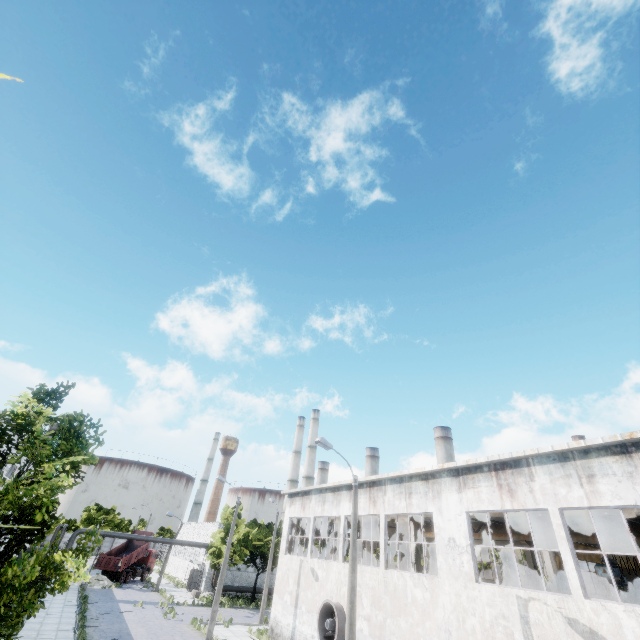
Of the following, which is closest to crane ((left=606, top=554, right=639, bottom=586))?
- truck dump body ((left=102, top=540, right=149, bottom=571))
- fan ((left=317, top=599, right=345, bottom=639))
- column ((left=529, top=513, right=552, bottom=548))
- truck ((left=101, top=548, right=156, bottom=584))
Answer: column ((left=529, top=513, right=552, bottom=548))

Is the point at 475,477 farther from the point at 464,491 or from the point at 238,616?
the point at 238,616

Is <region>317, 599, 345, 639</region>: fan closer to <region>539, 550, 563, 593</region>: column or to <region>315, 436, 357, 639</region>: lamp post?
<region>315, 436, 357, 639</region>: lamp post

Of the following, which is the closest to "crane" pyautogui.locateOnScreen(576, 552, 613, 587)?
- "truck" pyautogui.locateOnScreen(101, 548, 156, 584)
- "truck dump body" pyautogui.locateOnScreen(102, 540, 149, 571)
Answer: "truck dump body" pyautogui.locateOnScreen(102, 540, 149, 571)

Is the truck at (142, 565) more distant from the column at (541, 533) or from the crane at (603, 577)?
the column at (541, 533)

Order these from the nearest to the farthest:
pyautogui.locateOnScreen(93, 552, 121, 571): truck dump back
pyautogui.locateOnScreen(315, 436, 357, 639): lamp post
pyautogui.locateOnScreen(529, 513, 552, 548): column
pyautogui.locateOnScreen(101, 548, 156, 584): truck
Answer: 1. pyautogui.locateOnScreen(315, 436, 357, 639): lamp post
2. pyautogui.locateOnScreen(529, 513, 552, 548): column
3. pyautogui.locateOnScreen(93, 552, 121, 571): truck dump back
4. pyautogui.locateOnScreen(101, 548, 156, 584): truck

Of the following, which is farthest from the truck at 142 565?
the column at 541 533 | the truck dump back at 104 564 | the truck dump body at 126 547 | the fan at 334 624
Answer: the column at 541 533

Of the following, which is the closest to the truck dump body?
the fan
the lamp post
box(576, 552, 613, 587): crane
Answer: the fan
